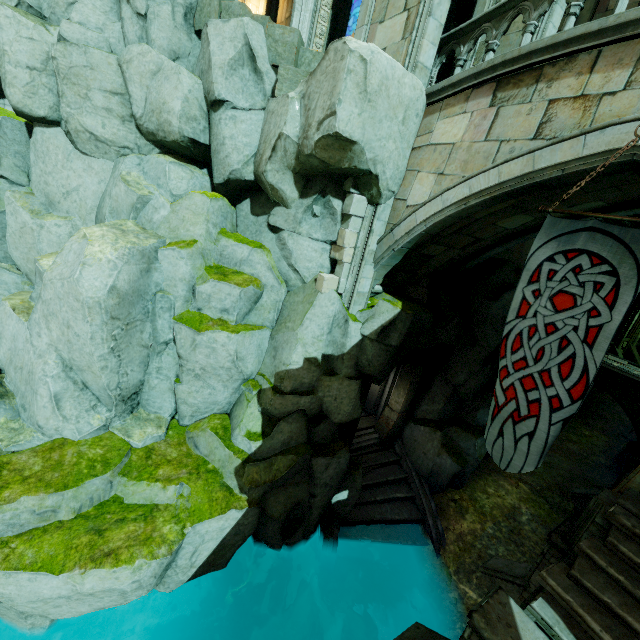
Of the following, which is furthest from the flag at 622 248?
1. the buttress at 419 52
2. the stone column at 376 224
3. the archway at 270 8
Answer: Result: the archway at 270 8

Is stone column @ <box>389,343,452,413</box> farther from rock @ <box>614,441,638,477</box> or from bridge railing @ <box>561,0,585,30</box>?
rock @ <box>614,441,638,477</box>

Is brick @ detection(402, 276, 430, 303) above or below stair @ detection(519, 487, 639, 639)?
above

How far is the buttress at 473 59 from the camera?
10.2m

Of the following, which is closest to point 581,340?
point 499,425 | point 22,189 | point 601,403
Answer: point 499,425

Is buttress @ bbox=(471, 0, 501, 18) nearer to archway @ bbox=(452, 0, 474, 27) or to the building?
the building

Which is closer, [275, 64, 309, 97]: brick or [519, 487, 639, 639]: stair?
[519, 487, 639, 639]: stair

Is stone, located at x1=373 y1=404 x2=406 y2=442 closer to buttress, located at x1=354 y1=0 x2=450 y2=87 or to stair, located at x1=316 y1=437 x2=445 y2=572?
stair, located at x1=316 y1=437 x2=445 y2=572
